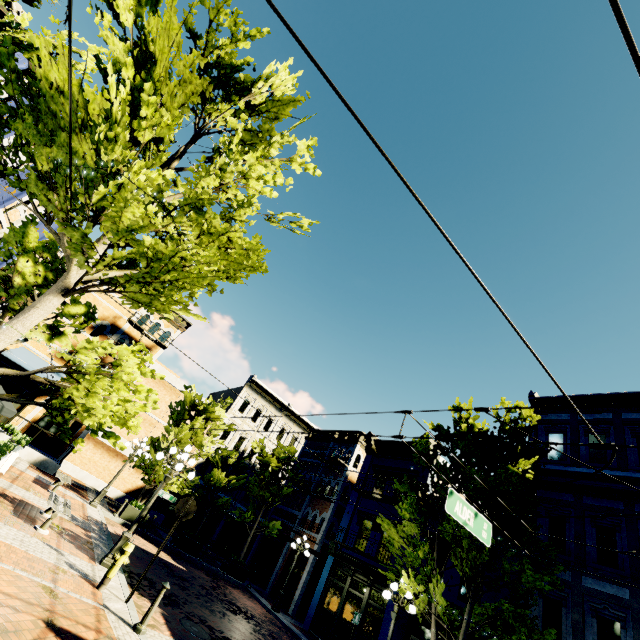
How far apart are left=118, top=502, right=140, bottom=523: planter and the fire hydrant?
11.1m

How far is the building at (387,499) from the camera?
18.30m

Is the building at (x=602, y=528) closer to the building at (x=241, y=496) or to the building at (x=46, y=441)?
the building at (x=241, y=496)

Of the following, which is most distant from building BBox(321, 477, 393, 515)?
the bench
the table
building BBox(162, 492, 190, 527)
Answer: the table

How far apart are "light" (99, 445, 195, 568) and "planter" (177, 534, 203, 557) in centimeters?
1015cm

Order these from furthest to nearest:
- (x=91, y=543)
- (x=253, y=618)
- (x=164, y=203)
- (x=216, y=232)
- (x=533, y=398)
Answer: (x=533, y=398) → (x=253, y=618) → (x=91, y=543) → (x=216, y=232) → (x=164, y=203)

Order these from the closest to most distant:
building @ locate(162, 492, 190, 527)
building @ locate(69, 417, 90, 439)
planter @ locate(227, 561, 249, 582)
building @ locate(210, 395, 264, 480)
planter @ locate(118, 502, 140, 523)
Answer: planter @ locate(118, 502, 140, 523), planter @ locate(227, 561, 249, 582), building @ locate(69, 417, 90, 439), building @ locate(162, 492, 190, 527), building @ locate(210, 395, 264, 480)

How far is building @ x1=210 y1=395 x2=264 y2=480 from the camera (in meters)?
29.50
